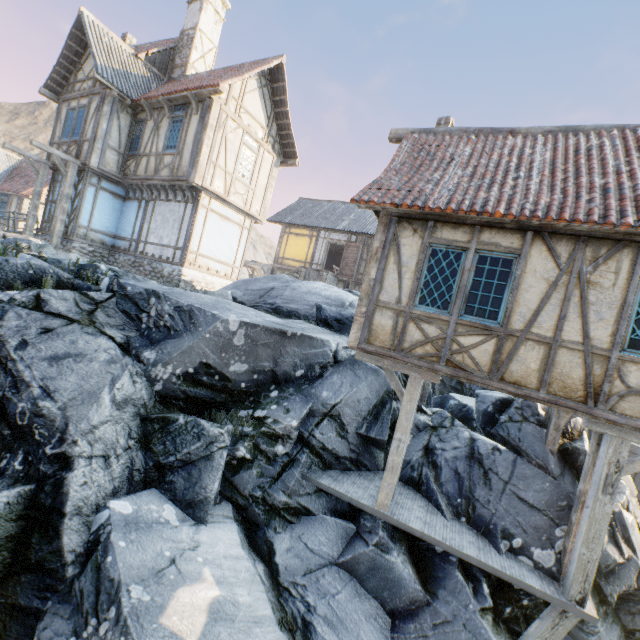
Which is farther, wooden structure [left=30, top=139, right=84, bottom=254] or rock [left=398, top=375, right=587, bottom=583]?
wooden structure [left=30, top=139, right=84, bottom=254]

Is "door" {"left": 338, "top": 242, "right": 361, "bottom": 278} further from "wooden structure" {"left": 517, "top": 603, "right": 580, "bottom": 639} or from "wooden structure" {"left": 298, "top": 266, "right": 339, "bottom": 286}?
"wooden structure" {"left": 517, "top": 603, "right": 580, "bottom": 639}

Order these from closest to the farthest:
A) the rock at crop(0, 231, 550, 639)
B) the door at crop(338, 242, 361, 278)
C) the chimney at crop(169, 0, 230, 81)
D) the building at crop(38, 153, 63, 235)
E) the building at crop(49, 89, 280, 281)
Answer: the rock at crop(0, 231, 550, 639) < the building at crop(49, 89, 280, 281) < the building at crop(38, 153, 63, 235) < the chimney at crop(169, 0, 230, 81) < the door at crop(338, 242, 361, 278)

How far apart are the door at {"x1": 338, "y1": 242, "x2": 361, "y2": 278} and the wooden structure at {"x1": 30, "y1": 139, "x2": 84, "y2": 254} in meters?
13.2

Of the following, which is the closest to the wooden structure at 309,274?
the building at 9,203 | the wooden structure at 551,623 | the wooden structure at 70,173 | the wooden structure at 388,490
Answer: the wooden structure at 70,173

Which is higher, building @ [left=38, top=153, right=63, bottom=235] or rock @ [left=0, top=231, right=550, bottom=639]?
building @ [left=38, top=153, right=63, bottom=235]

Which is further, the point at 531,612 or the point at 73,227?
the point at 73,227

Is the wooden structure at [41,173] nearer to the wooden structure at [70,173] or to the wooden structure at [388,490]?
the wooden structure at [70,173]
